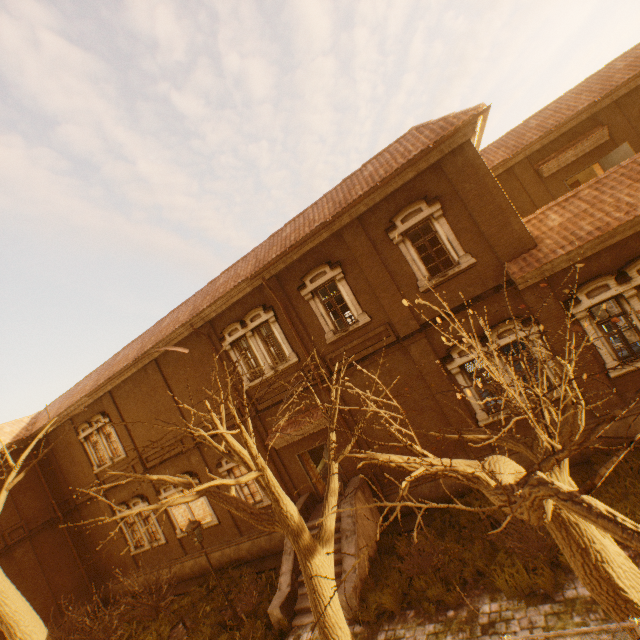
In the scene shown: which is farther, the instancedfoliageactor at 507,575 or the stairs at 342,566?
the stairs at 342,566

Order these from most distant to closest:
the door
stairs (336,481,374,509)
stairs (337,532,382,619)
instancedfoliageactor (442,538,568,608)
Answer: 1. the door
2. stairs (336,481,374,509)
3. stairs (337,532,382,619)
4. instancedfoliageactor (442,538,568,608)

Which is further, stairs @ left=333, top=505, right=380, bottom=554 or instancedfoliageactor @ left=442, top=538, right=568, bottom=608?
stairs @ left=333, top=505, right=380, bottom=554

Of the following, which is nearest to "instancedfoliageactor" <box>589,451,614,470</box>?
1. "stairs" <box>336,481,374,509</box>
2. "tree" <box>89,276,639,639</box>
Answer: "stairs" <box>336,481,374,509</box>

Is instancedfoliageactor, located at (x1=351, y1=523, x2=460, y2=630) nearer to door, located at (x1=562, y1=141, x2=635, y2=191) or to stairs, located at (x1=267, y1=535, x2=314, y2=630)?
stairs, located at (x1=267, y1=535, x2=314, y2=630)

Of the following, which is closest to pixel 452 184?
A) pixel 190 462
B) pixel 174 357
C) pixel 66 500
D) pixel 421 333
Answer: pixel 421 333

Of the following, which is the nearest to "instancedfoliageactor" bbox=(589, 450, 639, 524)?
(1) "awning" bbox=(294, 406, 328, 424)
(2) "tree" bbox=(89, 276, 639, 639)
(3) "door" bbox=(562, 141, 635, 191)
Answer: (2) "tree" bbox=(89, 276, 639, 639)

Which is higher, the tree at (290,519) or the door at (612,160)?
the door at (612,160)
